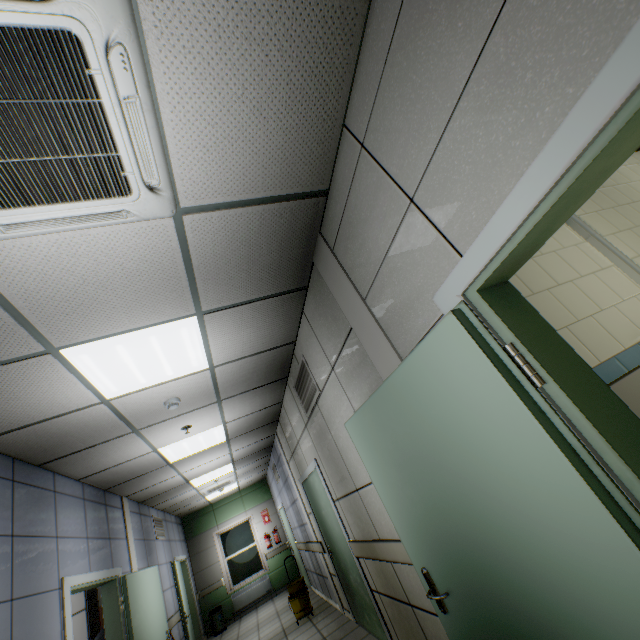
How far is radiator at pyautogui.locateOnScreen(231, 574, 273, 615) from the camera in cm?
970

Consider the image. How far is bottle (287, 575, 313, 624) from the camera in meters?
6.2 m

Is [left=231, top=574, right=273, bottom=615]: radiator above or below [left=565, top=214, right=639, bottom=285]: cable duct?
below

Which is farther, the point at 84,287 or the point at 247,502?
the point at 247,502

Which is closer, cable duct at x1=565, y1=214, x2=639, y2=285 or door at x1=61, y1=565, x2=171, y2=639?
cable duct at x1=565, y1=214, x2=639, y2=285

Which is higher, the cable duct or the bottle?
the cable duct

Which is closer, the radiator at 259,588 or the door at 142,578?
the door at 142,578

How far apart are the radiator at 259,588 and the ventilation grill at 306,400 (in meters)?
9.23
